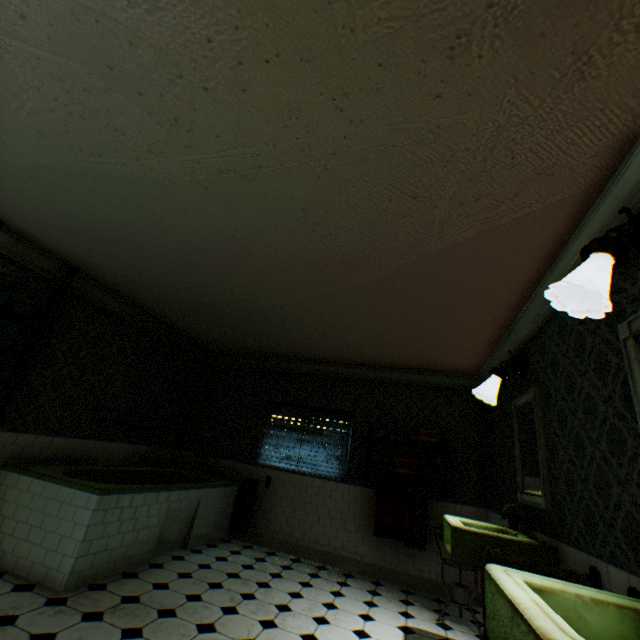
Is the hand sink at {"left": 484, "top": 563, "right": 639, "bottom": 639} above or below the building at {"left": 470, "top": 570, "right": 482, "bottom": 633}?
above

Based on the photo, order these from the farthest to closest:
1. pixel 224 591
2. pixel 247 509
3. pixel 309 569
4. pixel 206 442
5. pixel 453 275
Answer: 1. pixel 206 442
2. pixel 247 509
3. pixel 309 569
4. pixel 224 591
5. pixel 453 275

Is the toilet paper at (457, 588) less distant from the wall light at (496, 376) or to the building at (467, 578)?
the building at (467, 578)

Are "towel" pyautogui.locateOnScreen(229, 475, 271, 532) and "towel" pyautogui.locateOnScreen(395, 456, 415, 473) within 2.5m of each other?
yes

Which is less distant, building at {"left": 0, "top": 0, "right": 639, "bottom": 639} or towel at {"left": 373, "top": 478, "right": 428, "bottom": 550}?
building at {"left": 0, "top": 0, "right": 639, "bottom": 639}

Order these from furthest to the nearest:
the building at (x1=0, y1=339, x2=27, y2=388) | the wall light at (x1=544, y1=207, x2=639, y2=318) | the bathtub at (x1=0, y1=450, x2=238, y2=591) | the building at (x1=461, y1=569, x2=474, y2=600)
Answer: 1. the building at (x1=461, y1=569, x2=474, y2=600)
2. the building at (x1=0, y1=339, x2=27, y2=388)
3. the bathtub at (x1=0, y1=450, x2=238, y2=591)
4. the wall light at (x1=544, y1=207, x2=639, y2=318)

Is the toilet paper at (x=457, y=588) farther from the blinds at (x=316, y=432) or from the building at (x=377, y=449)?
the blinds at (x=316, y=432)

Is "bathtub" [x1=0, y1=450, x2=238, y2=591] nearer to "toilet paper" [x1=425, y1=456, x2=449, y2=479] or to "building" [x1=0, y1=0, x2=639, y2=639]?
"building" [x1=0, y1=0, x2=639, y2=639]
